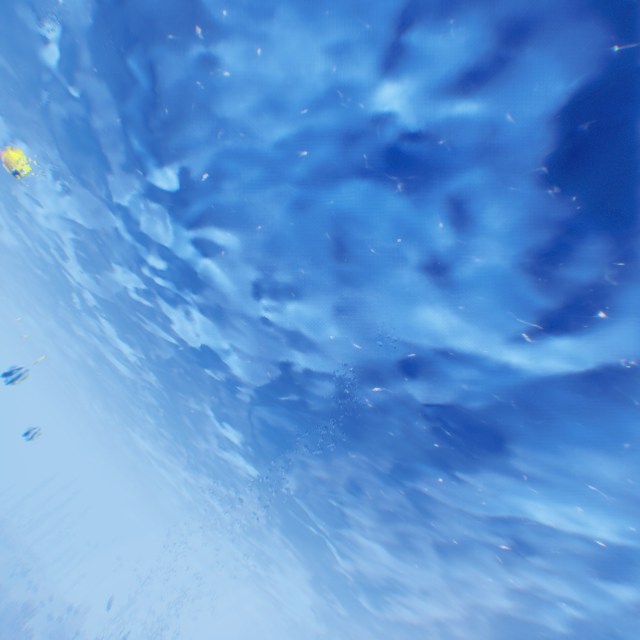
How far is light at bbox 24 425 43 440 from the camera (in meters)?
8.89

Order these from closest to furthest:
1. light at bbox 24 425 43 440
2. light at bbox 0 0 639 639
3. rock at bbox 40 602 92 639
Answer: light at bbox 0 0 639 639 < light at bbox 24 425 43 440 < rock at bbox 40 602 92 639

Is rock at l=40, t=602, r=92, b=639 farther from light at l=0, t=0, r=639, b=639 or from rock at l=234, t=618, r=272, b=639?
light at l=0, t=0, r=639, b=639

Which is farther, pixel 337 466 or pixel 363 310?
pixel 337 466

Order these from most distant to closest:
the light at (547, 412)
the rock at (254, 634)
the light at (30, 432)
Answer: the rock at (254, 634) < the light at (30, 432) < the light at (547, 412)

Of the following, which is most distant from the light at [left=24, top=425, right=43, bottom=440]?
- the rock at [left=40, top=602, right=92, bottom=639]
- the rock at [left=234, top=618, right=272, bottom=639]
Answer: the rock at [left=40, top=602, right=92, bottom=639]

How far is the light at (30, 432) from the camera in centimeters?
889cm

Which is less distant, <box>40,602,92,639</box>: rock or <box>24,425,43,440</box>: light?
<box>24,425,43,440</box>: light
